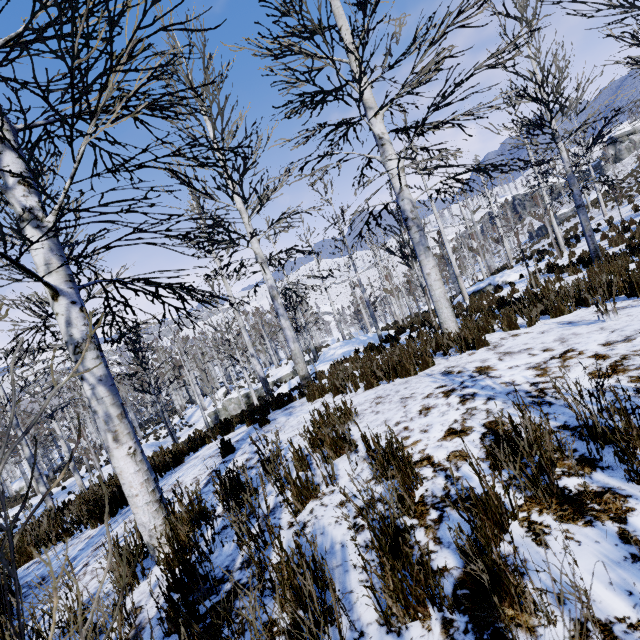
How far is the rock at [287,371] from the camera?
21.3 meters

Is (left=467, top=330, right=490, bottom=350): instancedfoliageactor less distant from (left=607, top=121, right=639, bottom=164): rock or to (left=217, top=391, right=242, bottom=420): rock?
(left=217, top=391, right=242, bottom=420): rock

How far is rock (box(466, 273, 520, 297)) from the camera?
16.2m

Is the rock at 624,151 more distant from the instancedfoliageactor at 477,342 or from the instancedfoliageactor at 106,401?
the instancedfoliageactor at 477,342

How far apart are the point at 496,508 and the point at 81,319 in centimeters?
315cm

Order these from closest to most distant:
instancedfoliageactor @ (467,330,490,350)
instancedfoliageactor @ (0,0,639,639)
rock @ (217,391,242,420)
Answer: instancedfoliageactor @ (0,0,639,639) < instancedfoliageactor @ (467,330,490,350) < rock @ (217,391,242,420)

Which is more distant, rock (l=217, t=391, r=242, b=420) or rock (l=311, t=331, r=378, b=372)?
rock (l=217, t=391, r=242, b=420)

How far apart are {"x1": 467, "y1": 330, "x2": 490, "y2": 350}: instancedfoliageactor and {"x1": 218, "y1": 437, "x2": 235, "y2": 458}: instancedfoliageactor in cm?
413
